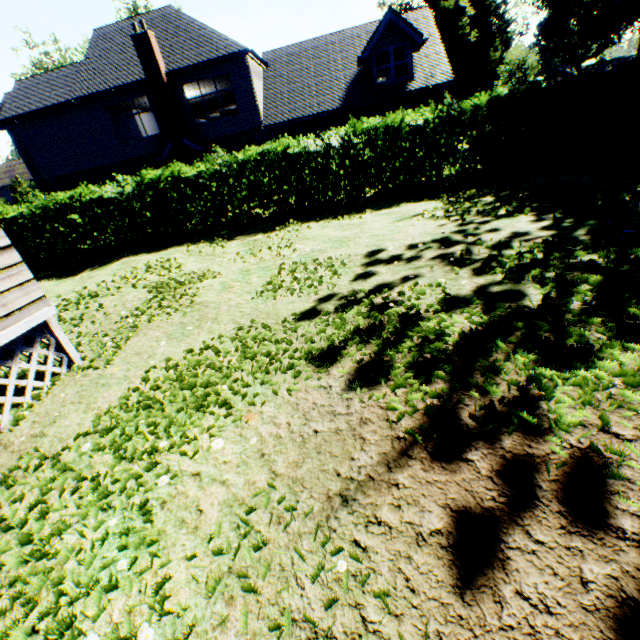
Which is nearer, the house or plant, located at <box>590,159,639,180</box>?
the house

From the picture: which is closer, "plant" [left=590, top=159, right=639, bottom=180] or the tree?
"plant" [left=590, top=159, right=639, bottom=180]

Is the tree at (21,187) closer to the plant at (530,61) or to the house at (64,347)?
the plant at (530,61)

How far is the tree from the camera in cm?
4156

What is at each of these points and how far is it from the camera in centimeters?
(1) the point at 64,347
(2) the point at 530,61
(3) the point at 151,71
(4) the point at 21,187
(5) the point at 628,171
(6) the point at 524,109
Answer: (1) house, 457cm
(2) plant, 2195cm
(3) chimney, 1720cm
(4) tree, 4247cm
(5) plant, 730cm
(6) hedge, 933cm

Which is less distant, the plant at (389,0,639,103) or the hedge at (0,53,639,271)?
the hedge at (0,53,639,271)

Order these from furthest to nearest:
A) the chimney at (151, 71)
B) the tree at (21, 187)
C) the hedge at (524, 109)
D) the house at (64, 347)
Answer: the tree at (21, 187) → the chimney at (151, 71) → the hedge at (524, 109) → the house at (64, 347)

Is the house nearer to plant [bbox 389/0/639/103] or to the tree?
the tree
